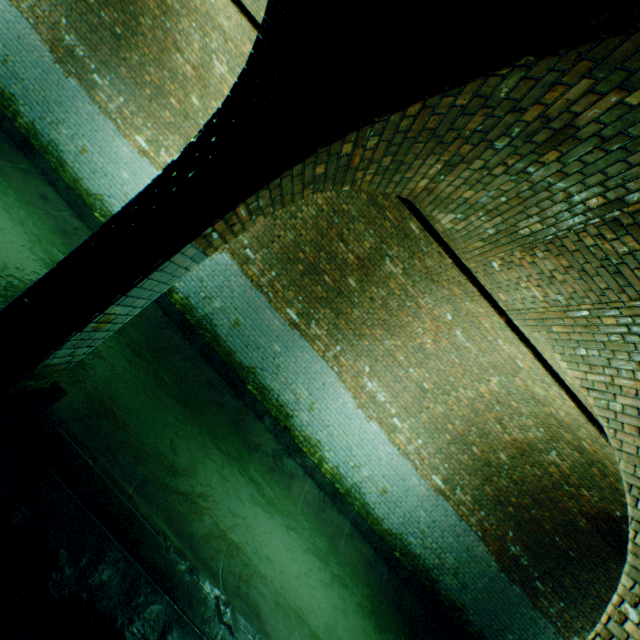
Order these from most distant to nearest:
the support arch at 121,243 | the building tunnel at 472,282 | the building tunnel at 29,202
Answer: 1. the building tunnel at 29,202
2. the building tunnel at 472,282
3. the support arch at 121,243

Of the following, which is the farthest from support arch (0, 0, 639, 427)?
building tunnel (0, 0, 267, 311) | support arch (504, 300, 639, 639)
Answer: support arch (504, 300, 639, 639)

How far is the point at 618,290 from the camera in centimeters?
290cm

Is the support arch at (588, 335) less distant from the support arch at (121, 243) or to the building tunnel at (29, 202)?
the building tunnel at (29, 202)

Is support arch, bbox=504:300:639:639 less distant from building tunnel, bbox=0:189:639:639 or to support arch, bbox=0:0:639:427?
building tunnel, bbox=0:189:639:639

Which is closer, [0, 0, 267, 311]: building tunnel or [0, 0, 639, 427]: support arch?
[0, 0, 639, 427]: support arch

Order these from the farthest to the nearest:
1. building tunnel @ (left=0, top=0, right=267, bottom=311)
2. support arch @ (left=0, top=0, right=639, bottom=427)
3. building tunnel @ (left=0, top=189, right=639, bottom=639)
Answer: building tunnel @ (left=0, top=0, right=267, bottom=311) → building tunnel @ (left=0, top=189, right=639, bottom=639) → support arch @ (left=0, top=0, right=639, bottom=427)

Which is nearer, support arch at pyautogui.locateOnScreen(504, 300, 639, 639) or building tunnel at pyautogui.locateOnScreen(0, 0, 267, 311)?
support arch at pyautogui.locateOnScreen(504, 300, 639, 639)
